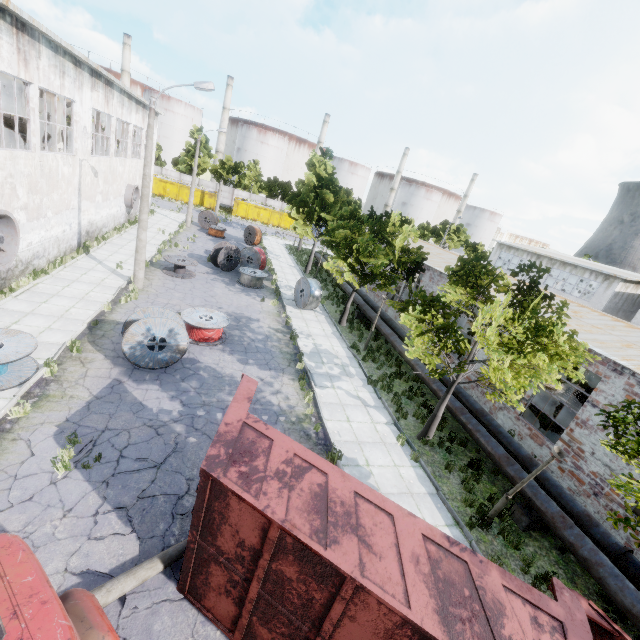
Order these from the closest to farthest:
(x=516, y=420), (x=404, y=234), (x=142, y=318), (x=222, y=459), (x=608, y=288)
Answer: (x=222, y=459), (x=142, y=318), (x=516, y=420), (x=404, y=234), (x=608, y=288)

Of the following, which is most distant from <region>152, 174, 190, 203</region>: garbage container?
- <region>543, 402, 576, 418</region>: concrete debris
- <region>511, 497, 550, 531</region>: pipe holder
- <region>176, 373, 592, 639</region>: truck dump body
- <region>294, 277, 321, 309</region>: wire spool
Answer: <region>511, 497, 550, 531</region>: pipe holder

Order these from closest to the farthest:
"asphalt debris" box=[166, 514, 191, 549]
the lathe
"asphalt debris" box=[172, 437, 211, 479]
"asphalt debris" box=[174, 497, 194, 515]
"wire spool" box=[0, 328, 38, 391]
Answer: "asphalt debris" box=[166, 514, 191, 549]
"asphalt debris" box=[174, 497, 194, 515]
"asphalt debris" box=[172, 437, 211, 479]
"wire spool" box=[0, 328, 38, 391]
the lathe

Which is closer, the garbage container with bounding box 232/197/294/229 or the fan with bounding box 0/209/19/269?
the fan with bounding box 0/209/19/269

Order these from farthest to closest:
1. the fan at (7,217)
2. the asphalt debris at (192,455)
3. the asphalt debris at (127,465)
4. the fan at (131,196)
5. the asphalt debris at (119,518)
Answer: the fan at (131,196), the fan at (7,217), the asphalt debris at (192,455), the asphalt debris at (127,465), the asphalt debris at (119,518)

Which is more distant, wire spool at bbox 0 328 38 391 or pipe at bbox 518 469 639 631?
wire spool at bbox 0 328 38 391

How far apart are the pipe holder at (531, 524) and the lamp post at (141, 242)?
18.7m

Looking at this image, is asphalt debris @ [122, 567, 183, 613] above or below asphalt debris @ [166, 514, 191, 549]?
above
